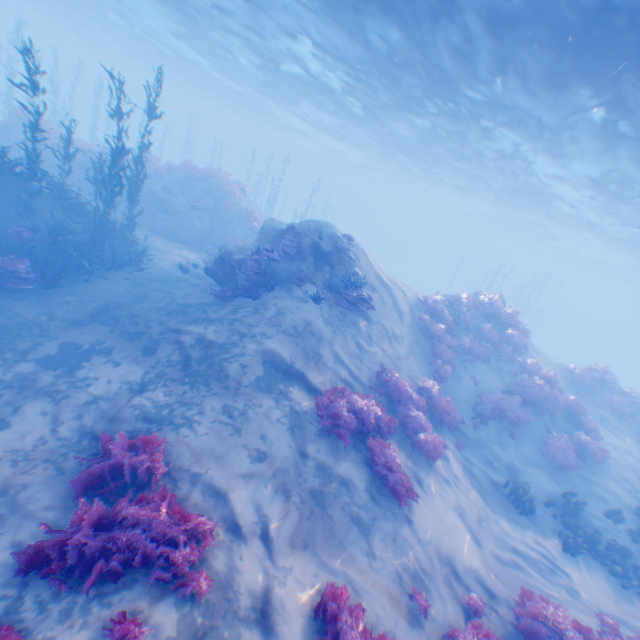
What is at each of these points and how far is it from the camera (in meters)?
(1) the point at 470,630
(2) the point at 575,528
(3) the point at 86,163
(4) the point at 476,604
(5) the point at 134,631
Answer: (1) instancedfoliageactor, 5.62
(2) instancedfoliageactor, 10.34
(3) rock, 19.33
(4) instancedfoliageactor, 6.39
(5) instancedfoliageactor, 3.85

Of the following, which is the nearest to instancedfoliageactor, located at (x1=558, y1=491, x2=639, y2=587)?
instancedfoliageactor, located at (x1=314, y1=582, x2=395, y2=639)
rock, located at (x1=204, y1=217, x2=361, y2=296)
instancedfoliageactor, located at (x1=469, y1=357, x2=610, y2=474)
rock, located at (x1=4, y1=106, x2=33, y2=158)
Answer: instancedfoliageactor, located at (x1=314, y1=582, x2=395, y2=639)

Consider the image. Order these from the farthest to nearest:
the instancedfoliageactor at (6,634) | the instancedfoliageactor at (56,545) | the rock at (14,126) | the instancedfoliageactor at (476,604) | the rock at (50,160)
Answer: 1. the rock at (50,160)
2. the rock at (14,126)
3. the instancedfoliageactor at (476,604)
4. the instancedfoliageactor at (56,545)
5. the instancedfoliageactor at (6,634)

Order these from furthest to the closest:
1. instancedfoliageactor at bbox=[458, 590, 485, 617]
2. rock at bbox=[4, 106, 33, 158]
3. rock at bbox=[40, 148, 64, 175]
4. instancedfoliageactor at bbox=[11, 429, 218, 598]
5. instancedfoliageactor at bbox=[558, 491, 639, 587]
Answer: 1. rock at bbox=[40, 148, 64, 175]
2. rock at bbox=[4, 106, 33, 158]
3. instancedfoliageactor at bbox=[558, 491, 639, 587]
4. instancedfoliageactor at bbox=[458, 590, 485, 617]
5. instancedfoliageactor at bbox=[11, 429, 218, 598]

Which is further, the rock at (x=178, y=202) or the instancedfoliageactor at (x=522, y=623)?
the rock at (x=178, y=202)

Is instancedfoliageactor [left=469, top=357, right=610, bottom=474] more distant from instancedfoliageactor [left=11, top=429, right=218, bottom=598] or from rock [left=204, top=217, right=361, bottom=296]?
instancedfoliageactor [left=11, top=429, right=218, bottom=598]

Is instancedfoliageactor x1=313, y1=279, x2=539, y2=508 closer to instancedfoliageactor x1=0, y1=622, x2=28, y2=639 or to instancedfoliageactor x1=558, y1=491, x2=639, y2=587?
A: instancedfoliageactor x1=558, y1=491, x2=639, y2=587

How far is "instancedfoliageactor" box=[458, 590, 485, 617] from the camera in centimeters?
634cm
